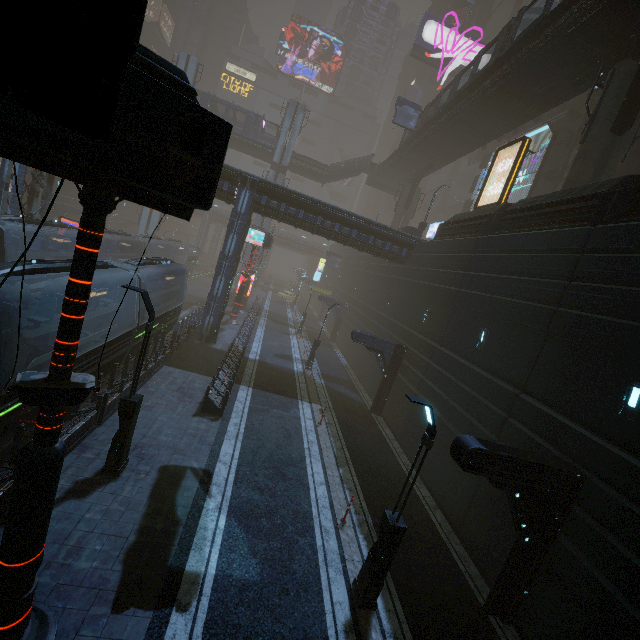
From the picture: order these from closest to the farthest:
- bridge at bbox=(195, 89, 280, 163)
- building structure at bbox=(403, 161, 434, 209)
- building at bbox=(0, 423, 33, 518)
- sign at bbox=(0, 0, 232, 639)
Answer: sign at bbox=(0, 0, 232, 639), building at bbox=(0, 423, 33, 518), building structure at bbox=(403, 161, 434, 209), bridge at bbox=(195, 89, 280, 163)

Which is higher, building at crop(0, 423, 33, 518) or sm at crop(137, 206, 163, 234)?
sm at crop(137, 206, 163, 234)

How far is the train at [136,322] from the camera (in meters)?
14.02

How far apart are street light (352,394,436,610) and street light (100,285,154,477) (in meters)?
7.07

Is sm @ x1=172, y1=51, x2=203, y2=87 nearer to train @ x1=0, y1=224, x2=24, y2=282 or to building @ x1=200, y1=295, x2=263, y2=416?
building @ x1=200, y1=295, x2=263, y2=416

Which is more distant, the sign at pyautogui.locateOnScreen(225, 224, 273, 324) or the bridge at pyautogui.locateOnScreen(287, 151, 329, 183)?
the bridge at pyautogui.locateOnScreen(287, 151, 329, 183)

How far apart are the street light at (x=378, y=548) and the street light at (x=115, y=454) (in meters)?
7.07

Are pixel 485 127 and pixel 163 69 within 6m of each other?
no
